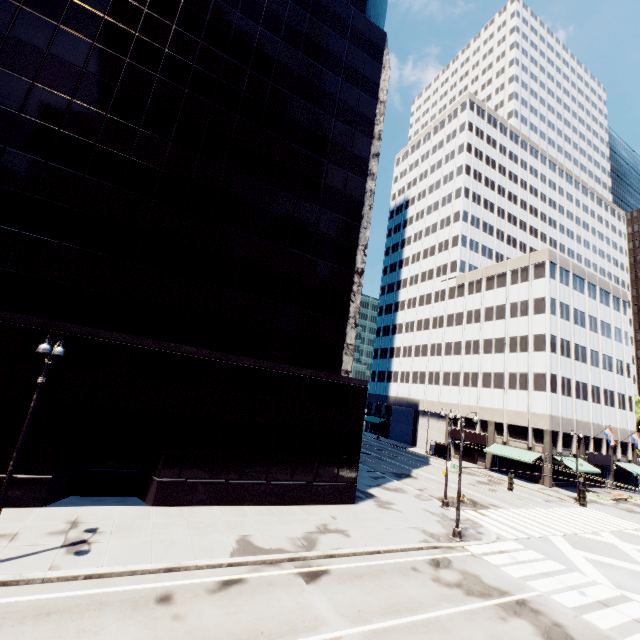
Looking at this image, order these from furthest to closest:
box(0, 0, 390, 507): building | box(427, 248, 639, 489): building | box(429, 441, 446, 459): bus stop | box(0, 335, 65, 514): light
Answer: box(429, 441, 446, 459): bus stop
box(427, 248, 639, 489): building
box(0, 0, 390, 507): building
box(0, 335, 65, 514): light

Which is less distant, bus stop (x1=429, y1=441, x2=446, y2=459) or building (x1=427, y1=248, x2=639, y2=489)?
building (x1=427, y1=248, x2=639, y2=489)

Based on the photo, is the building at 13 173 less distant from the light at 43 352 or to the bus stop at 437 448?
the light at 43 352

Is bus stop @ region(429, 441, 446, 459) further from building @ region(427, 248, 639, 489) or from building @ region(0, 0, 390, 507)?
building @ region(0, 0, 390, 507)

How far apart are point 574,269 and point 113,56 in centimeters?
6112cm

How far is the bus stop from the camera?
51.2 meters

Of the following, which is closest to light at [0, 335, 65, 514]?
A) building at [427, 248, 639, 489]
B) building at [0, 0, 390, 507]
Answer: building at [0, 0, 390, 507]

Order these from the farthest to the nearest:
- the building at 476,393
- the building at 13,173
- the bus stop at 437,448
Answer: the bus stop at 437,448
the building at 476,393
the building at 13,173
